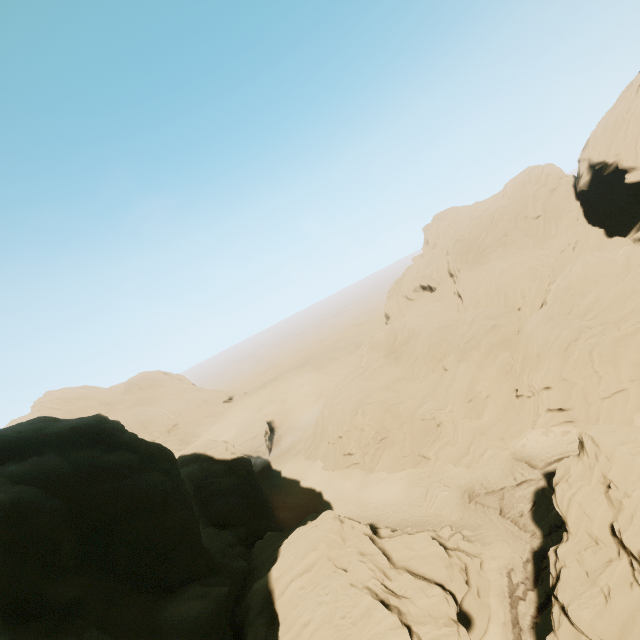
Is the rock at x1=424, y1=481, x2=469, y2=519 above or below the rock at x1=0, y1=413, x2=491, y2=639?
below

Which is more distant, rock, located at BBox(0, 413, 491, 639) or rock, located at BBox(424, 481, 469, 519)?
rock, located at BBox(424, 481, 469, 519)

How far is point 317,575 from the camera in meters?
20.8

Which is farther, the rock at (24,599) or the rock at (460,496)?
the rock at (460,496)

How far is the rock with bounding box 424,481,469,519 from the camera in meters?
33.1 m
